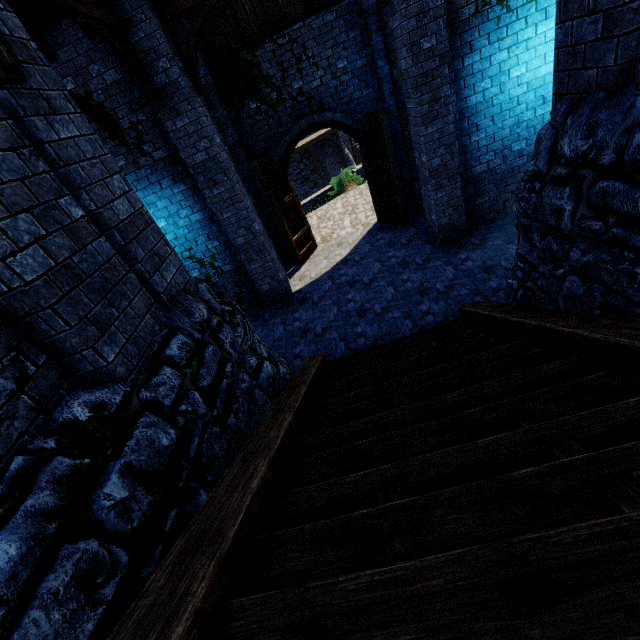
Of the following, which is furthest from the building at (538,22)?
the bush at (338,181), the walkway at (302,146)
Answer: the walkway at (302,146)

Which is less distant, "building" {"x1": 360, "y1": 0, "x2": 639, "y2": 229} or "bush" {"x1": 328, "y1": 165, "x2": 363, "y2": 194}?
"building" {"x1": 360, "y1": 0, "x2": 639, "y2": 229}

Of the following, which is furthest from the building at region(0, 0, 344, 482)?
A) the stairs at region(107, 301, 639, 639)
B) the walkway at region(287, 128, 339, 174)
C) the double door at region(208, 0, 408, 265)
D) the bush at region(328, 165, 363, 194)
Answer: the walkway at region(287, 128, 339, 174)

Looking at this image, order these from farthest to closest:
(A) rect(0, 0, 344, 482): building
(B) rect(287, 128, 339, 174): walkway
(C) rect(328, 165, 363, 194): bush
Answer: (B) rect(287, 128, 339, 174): walkway < (C) rect(328, 165, 363, 194): bush < (A) rect(0, 0, 344, 482): building

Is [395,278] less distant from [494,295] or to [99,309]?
[494,295]

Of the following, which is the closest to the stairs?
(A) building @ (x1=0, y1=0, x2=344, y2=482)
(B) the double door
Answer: (A) building @ (x1=0, y1=0, x2=344, y2=482)

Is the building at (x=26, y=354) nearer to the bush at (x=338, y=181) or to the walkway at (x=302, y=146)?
the bush at (x=338, y=181)

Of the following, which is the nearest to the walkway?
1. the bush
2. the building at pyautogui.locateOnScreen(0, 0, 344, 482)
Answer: the bush
